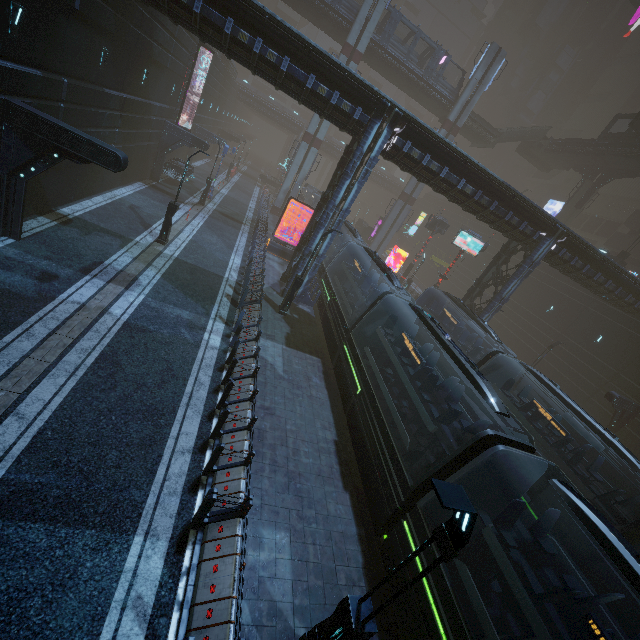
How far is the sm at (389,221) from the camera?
41.00m

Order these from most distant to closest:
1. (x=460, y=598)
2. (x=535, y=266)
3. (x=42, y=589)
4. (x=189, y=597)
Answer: (x=535, y=266), (x=460, y=598), (x=189, y=597), (x=42, y=589)

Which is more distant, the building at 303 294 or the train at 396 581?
the building at 303 294

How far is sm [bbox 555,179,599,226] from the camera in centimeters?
3766cm

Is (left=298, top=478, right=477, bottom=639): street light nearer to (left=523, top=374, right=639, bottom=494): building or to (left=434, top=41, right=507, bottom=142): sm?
(left=523, top=374, right=639, bottom=494): building

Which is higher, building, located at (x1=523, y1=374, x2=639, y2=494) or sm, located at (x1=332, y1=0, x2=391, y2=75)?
sm, located at (x1=332, y1=0, x2=391, y2=75)

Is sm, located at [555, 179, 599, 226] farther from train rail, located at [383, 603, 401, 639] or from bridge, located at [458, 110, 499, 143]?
train rail, located at [383, 603, 401, 639]

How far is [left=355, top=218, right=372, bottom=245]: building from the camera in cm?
4957
